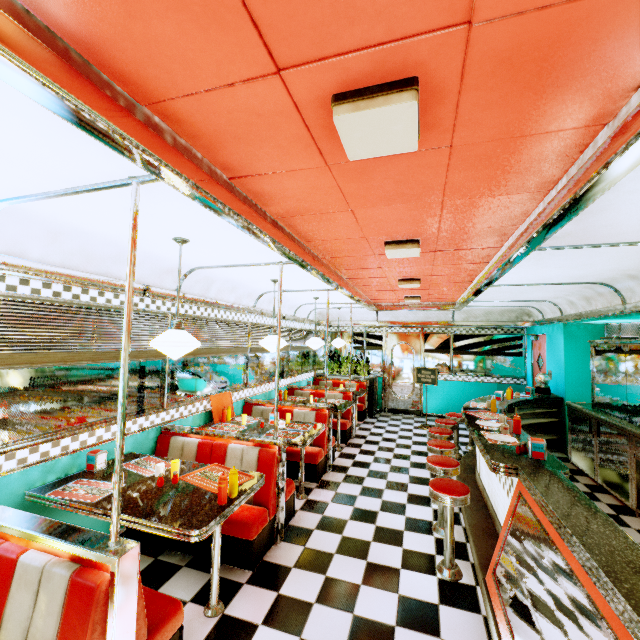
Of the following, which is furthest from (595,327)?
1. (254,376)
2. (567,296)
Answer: (254,376)

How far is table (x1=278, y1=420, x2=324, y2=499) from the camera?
4.1m

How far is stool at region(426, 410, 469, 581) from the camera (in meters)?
3.00

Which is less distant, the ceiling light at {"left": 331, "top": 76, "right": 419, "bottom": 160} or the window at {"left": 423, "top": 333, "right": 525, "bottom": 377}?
the ceiling light at {"left": 331, "top": 76, "right": 419, "bottom": 160}

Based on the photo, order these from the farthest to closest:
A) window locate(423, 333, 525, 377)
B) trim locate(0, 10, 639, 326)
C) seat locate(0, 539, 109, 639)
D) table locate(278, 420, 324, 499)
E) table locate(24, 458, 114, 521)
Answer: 1. window locate(423, 333, 525, 377)
2. table locate(278, 420, 324, 499)
3. table locate(24, 458, 114, 521)
4. seat locate(0, 539, 109, 639)
5. trim locate(0, 10, 639, 326)

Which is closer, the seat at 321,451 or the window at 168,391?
the window at 168,391

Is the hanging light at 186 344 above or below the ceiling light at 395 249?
below

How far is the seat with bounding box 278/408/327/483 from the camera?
4.97m
